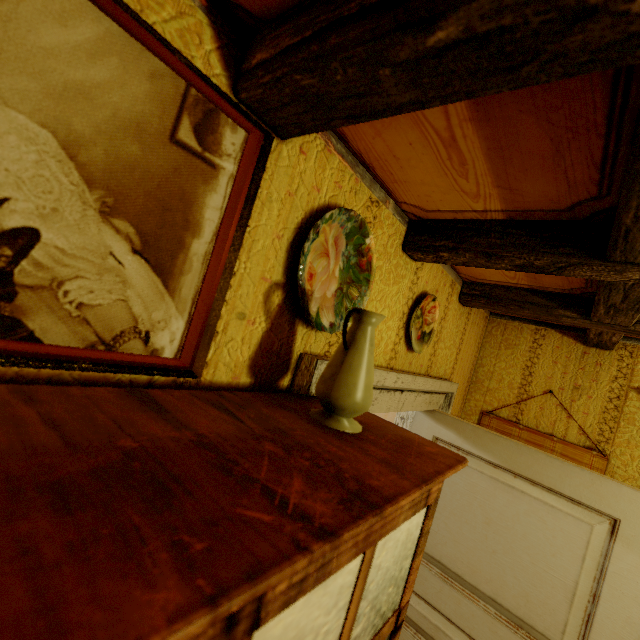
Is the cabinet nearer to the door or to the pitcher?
the pitcher

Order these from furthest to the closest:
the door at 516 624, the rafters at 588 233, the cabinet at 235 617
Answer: the door at 516 624, the rafters at 588 233, the cabinet at 235 617

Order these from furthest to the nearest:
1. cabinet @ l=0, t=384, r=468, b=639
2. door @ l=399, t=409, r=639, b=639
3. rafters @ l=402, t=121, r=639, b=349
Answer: door @ l=399, t=409, r=639, b=639, rafters @ l=402, t=121, r=639, b=349, cabinet @ l=0, t=384, r=468, b=639

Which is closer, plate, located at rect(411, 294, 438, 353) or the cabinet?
the cabinet

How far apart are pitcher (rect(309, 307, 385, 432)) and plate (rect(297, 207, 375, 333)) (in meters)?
0.16

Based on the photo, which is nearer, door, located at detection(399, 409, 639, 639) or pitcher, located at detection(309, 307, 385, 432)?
pitcher, located at detection(309, 307, 385, 432)

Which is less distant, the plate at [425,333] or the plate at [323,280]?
the plate at [323,280]

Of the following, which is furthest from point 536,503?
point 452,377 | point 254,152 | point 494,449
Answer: point 254,152
